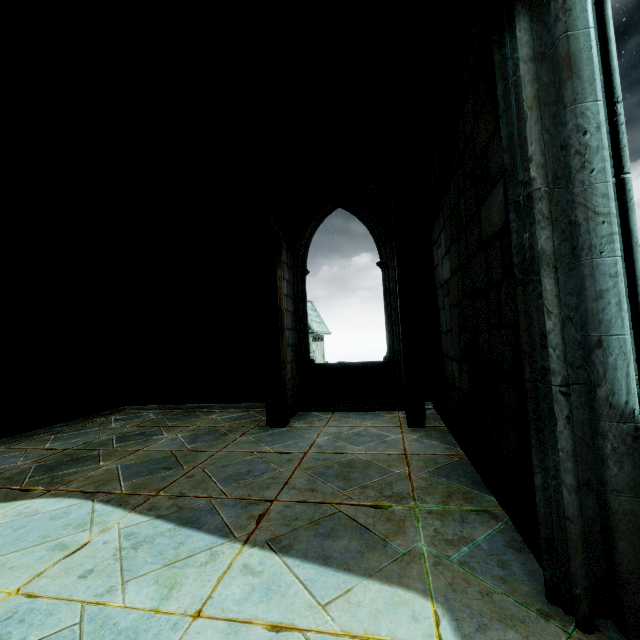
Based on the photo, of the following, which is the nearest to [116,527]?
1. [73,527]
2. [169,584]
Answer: [73,527]
